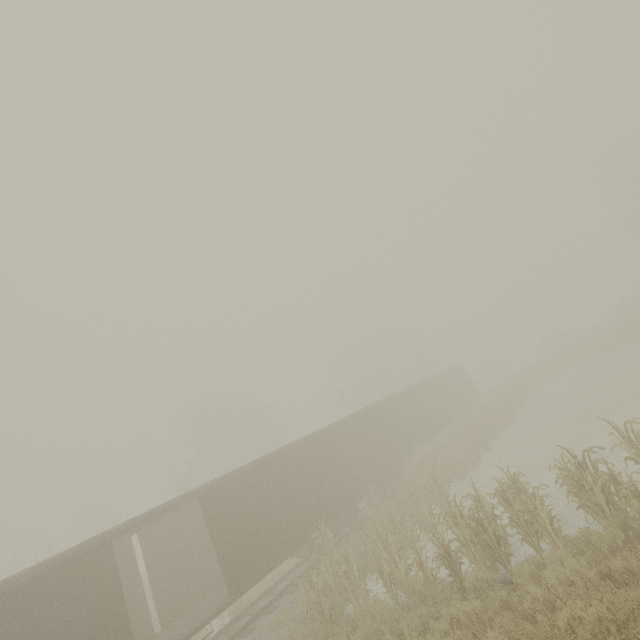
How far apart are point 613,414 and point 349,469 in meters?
13.1 m

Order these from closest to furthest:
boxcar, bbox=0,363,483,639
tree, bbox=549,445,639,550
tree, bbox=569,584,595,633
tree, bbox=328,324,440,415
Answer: tree, bbox=569,584,595,633 → tree, bbox=549,445,639,550 → boxcar, bbox=0,363,483,639 → tree, bbox=328,324,440,415

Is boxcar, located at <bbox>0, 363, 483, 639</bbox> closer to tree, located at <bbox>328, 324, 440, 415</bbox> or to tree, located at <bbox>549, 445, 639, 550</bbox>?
Result: tree, located at <bbox>549, 445, 639, 550</bbox>

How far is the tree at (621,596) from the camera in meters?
4.8 m

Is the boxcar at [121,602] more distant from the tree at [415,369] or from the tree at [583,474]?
the tree at [415,369]

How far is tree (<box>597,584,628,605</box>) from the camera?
4.8 meters
